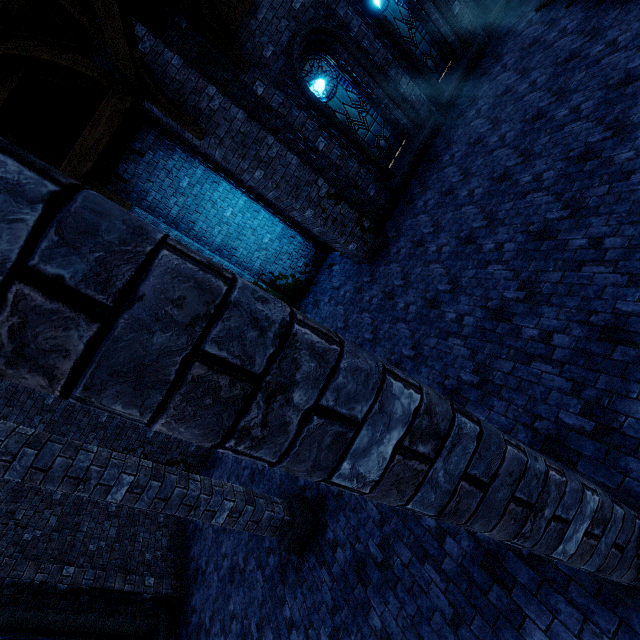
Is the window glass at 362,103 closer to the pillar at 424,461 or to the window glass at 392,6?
the window glass at 392,6

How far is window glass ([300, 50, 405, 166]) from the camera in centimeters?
869cm

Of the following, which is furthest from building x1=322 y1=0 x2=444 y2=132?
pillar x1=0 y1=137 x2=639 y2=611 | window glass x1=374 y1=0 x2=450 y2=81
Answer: window glass x1=374 y1=0 x2=450 y2=81

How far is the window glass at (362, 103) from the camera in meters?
8.7 m

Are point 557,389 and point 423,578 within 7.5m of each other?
yes

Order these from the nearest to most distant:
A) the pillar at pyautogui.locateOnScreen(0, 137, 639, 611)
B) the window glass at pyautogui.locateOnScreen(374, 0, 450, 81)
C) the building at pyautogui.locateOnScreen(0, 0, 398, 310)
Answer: the pillar at pyautogui.locateOnScreen(0, 137, 639, 611)
the building at pyautogui.locateOnScreen(0, 0, 398, 310)
the window glass at pyautogui.locateOnScreen(374, 0, 450, 81)

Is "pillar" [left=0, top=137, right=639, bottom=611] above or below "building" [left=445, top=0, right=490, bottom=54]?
above
